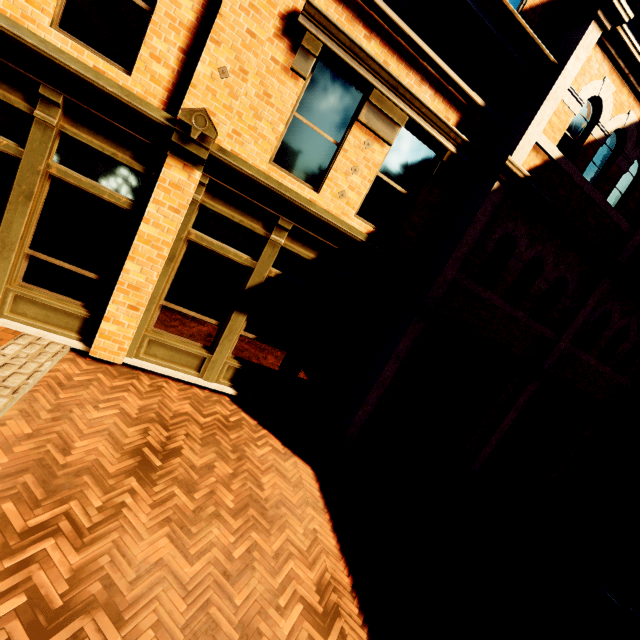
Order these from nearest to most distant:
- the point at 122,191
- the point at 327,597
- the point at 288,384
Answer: the point at 327,597 < the point at 122,191 < the point at 288,384
